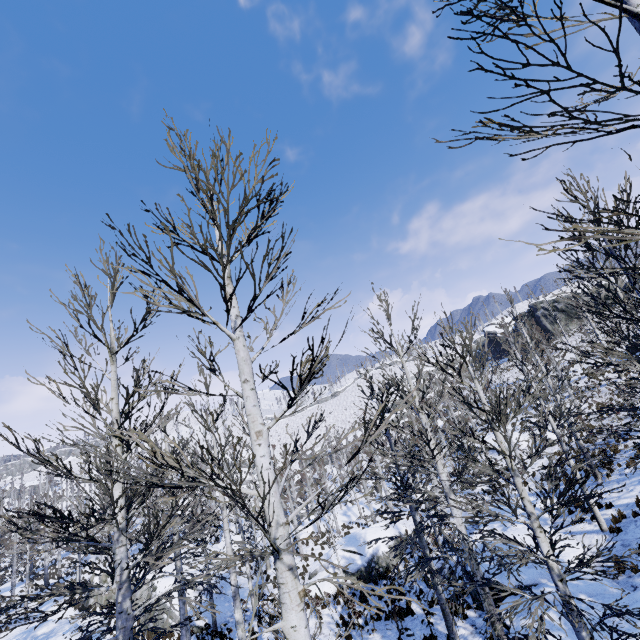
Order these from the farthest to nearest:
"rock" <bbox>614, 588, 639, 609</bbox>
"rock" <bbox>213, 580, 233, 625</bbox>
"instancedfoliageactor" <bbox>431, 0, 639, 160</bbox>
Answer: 1. "rock" <bbox>213, 580, 233, 625</bbox>
2. "rock" <bbox>614, 588, 639, 609</bbox>
3. "instancedfoliageactor" <bbox>431, 0, 639, 160</bbox>

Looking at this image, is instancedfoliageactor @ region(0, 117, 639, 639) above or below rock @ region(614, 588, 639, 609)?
above

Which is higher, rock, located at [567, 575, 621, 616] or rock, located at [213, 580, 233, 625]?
rock, located at [567, 575, 621, 616]

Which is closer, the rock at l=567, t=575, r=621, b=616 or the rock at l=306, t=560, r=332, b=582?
the rock at l=567, t=575, r=621, b=616

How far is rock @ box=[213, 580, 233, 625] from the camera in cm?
1828

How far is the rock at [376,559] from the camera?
20.34m

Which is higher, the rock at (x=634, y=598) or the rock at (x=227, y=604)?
the rock at (x=634, y=598)

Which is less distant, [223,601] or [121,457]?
[121,457]
